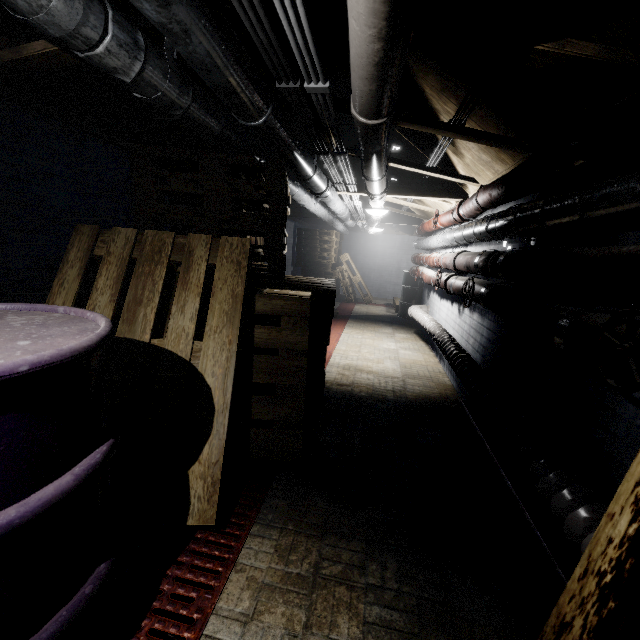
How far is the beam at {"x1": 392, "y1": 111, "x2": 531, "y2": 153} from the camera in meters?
2.1

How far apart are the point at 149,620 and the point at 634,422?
1.85m

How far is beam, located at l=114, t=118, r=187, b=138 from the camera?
2.5m

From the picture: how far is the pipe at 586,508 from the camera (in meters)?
1.11

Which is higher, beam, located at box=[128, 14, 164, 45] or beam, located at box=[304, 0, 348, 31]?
beam, located at box=[304, 0, 348, 31]

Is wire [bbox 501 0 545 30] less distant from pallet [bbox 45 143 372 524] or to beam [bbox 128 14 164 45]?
beam [bbox 128 14 164 45]

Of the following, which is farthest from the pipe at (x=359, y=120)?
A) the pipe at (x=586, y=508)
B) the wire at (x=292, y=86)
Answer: the pipe at (x=586, y=508)

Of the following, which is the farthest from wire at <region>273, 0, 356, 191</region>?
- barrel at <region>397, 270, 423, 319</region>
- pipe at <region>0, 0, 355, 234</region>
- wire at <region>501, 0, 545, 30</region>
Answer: barrel at <region>397, 270, 423, 319</region>
